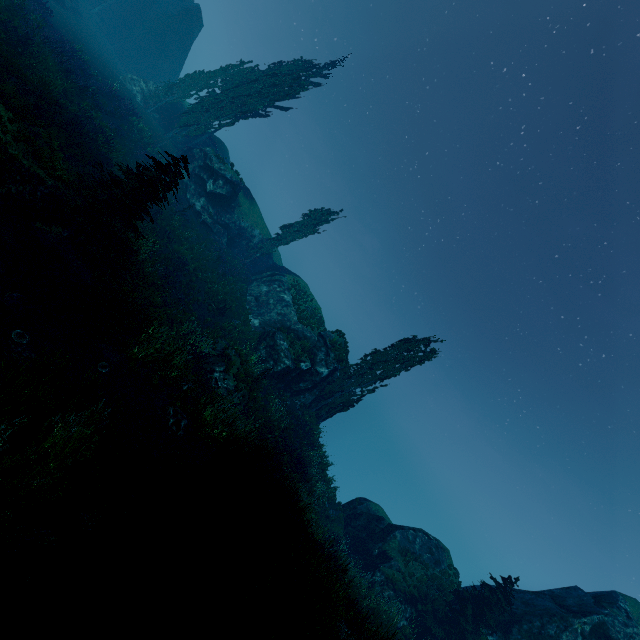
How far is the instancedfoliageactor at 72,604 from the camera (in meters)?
3.91

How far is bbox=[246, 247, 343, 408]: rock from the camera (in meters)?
24.31

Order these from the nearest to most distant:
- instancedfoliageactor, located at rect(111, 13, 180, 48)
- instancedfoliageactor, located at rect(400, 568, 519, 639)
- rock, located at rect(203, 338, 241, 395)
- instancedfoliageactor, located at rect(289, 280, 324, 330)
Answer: rock, located at rect(203, 338, 241, 395) → instancedfoliageactor, located at rect(400, 568, 519, 639) → instancedfoliageactor, located at rect(289, 280, 324, 330) → instancedfoliageactor, located at rect(111, 13, 180, 48)

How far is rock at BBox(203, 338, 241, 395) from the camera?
16.4m

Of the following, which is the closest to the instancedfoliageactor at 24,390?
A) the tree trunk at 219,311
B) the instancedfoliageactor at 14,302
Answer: the instancedfoliageactor at 14,302

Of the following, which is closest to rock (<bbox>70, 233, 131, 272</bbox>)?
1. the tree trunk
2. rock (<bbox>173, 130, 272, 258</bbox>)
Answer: the tree trunk

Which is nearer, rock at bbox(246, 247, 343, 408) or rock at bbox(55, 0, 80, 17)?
rock at bbox(246, 247, 343, 408)

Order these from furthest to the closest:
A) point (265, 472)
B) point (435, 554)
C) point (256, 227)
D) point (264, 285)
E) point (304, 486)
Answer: point (256, 227) → point (264, 285) → point (435, 554) → point (304, 486) → point (265, 472)
